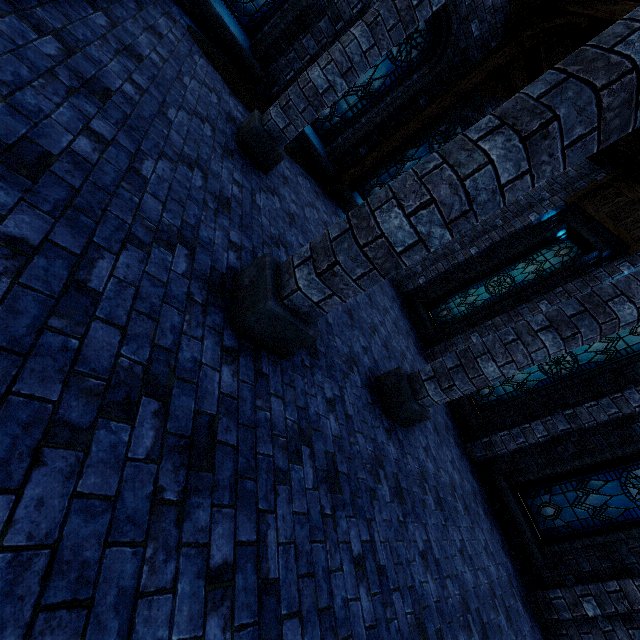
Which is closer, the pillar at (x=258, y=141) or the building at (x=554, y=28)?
the pillar at (x=258, y=141)

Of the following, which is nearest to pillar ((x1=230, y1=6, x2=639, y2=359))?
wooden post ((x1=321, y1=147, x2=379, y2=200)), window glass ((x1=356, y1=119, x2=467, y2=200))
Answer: wooden post ((x1=321, y1=147, x2=379, y2=200))

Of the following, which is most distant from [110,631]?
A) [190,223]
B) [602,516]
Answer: [602,516]

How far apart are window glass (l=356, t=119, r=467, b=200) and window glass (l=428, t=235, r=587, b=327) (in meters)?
3.91

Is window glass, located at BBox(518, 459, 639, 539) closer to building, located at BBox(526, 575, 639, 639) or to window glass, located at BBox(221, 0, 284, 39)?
building, located at BBox(526, 575, 639, 639)

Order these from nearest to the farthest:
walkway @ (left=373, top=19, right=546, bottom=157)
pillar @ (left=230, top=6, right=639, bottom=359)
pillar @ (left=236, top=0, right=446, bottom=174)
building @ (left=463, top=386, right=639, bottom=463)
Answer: pillar @ (left=230, top=6, right=639, bottom=359), pillar @ (left=236, top=0, right=446, bottom=174), building @ (left=463, top=386, right=639, bottom=463), walkway @ (left=373, top=19, right=546, bottom=157)

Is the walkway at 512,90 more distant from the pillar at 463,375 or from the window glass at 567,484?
the window glass at 567,484

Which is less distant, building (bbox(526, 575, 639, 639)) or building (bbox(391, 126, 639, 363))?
building (bbox(526, 575, 639, 639))
